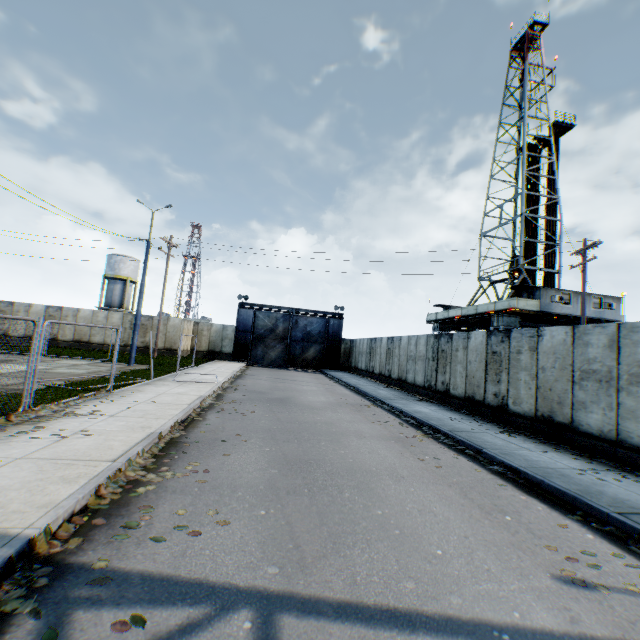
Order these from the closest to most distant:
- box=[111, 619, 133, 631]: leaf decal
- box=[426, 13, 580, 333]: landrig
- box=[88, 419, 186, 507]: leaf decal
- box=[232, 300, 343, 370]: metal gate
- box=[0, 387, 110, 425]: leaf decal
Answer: box=[111, 619, 133, 631]: leaf decal, box=[88, 419, 186, 507]: leaf decal, box=[0, 387, 110, 425]: leaf decal, box=[426, 13, 580, 333]: landrig, box=[232, 300, 343, 370]: metal gate

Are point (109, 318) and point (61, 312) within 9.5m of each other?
yes

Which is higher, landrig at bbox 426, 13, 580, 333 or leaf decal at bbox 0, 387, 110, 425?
landrig at bbox 426, 13, 580, 333

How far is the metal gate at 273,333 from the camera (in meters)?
32.81

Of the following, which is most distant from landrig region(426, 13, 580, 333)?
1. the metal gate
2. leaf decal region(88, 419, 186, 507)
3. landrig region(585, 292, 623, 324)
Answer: leaf decal region(88, 419, 186, 507)

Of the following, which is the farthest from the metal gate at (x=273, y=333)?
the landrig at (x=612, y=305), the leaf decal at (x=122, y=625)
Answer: the leaf decal at (x=122, y=625)

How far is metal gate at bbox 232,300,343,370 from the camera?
32.8m

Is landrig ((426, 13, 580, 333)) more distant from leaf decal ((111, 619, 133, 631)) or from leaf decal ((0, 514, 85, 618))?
leaf decal ((111, 619, 133, 631))
